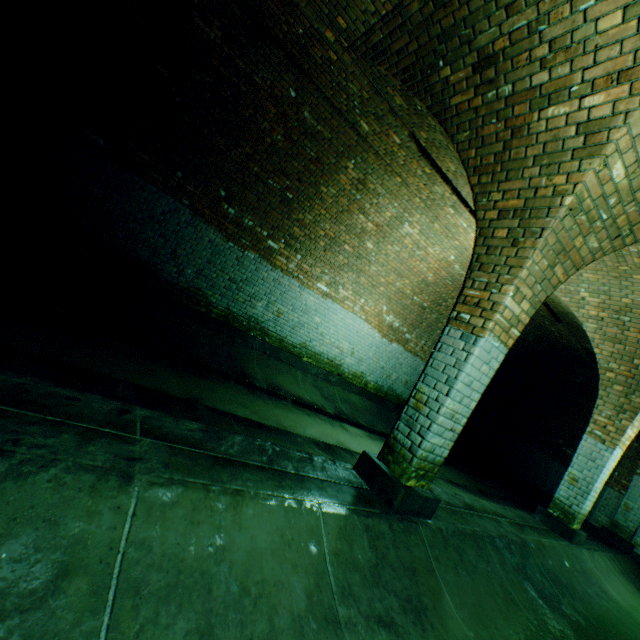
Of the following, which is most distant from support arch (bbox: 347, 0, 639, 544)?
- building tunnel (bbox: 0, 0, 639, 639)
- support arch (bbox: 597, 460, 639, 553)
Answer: support arch (bbox: 597, 460, 639, 553)

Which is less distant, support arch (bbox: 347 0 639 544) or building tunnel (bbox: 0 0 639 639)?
building tunnel (bbox: 0 0 639 639)

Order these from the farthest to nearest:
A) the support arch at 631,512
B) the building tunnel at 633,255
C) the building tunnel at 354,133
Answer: the support arch at 631,512
the building tunnel at 633,255
the building tunnel at 354,133

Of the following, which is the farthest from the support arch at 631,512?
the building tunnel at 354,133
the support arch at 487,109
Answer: the support arch at 487,109

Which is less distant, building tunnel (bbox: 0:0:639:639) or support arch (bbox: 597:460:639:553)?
building tunnel (bbox: 0:0:639:639)

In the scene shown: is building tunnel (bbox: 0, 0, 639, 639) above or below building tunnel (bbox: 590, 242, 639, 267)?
below

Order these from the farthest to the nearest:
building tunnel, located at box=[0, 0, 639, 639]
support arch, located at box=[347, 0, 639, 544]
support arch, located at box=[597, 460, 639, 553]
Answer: support arch, located at box=[597, 460, 639, 553] < support arch, located at box=[347, 0, 639, 544] < building tunnel, located at box=[0, 0, 639, 639]

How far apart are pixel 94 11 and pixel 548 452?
15.05m
